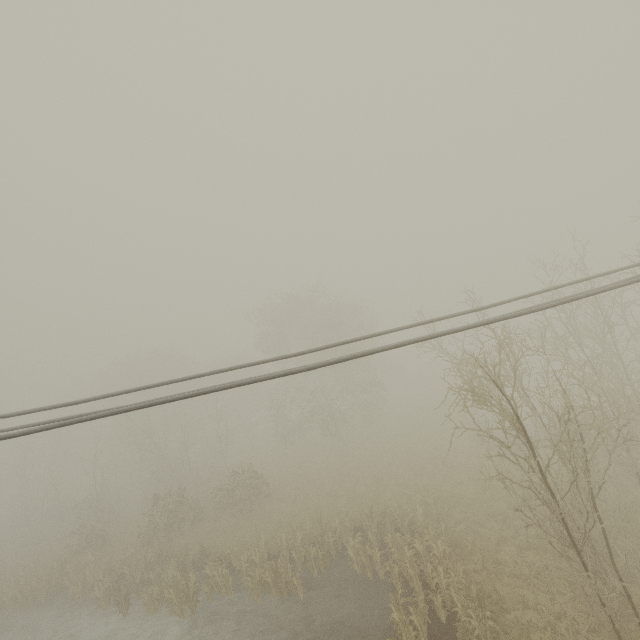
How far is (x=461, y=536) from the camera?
15.9 meters
